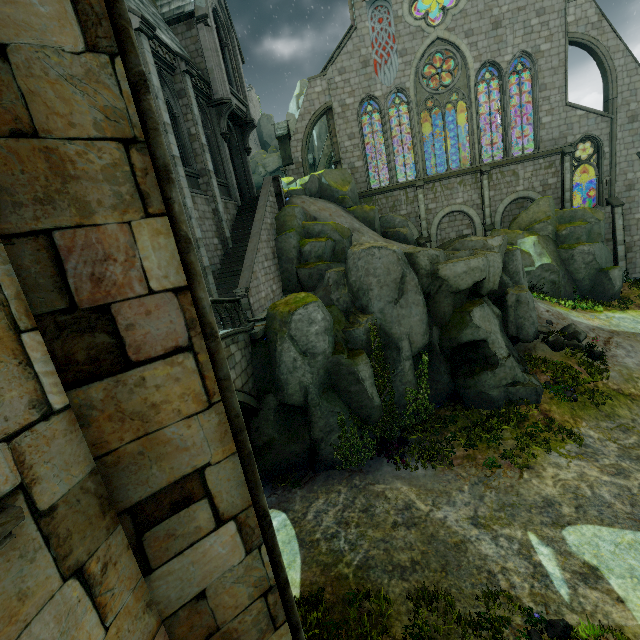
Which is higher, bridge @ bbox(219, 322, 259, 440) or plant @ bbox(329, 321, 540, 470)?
bridge @ bbox(219, 322, 259, 440)

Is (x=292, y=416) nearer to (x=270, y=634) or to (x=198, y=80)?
(x=270, y=634)

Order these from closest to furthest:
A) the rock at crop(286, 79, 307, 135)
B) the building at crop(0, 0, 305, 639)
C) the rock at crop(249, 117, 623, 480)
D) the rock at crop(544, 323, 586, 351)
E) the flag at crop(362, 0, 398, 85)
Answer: the building at crop(0, 0, 305, 639) < the rock at crop(249, 117, 623, 480) < the rock at crop(544, 323, 586, 351) < the flag at crop(362, 0, 398, 85) < the rock at crop(286, 79, 307, 135)

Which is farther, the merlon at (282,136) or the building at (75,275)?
the merlon at (282,136)

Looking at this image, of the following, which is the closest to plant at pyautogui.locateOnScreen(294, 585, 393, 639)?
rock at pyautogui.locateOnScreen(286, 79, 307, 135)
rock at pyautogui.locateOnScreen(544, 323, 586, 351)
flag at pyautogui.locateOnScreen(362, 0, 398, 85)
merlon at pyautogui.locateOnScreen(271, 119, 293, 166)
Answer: rock at pyautogui.locateOnScreen(544, 323, 586, 351)

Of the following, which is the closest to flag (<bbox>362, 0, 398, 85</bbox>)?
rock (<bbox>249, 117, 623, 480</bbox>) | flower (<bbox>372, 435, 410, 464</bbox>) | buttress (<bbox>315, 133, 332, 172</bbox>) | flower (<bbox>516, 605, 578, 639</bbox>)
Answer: buttress (<bbox>315, 133, 332, 172</bbox>)

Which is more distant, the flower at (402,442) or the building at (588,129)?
the building at (588,129)

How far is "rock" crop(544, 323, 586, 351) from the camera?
16.0 meters
